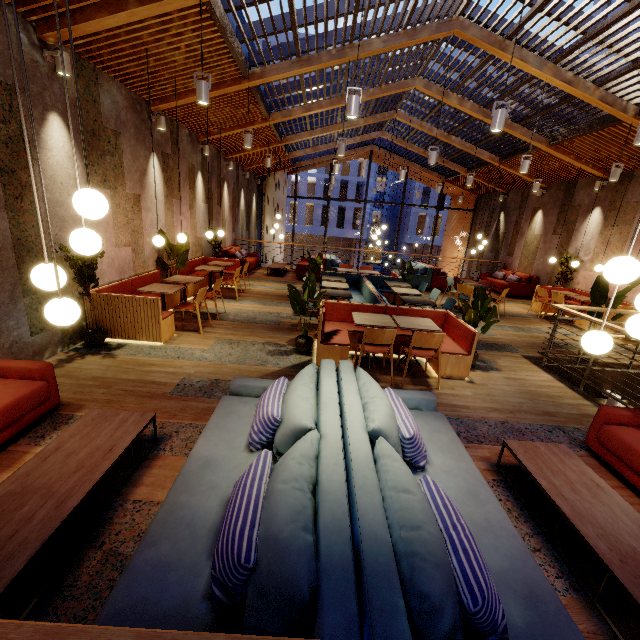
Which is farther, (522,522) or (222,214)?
(222,214)

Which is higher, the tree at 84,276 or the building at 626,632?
the tree at 84,276

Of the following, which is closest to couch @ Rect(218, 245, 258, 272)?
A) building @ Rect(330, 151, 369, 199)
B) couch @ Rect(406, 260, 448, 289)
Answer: couch @ Rect(406, 260, 448, 289)

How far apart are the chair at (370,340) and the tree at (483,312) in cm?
145

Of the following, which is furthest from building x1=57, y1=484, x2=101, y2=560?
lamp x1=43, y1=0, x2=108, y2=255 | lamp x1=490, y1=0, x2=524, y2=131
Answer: lamp x1=490, y1=0, x2=524, y2=131

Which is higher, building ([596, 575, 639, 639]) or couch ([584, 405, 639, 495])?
couch ([584, 405, 639, 495])

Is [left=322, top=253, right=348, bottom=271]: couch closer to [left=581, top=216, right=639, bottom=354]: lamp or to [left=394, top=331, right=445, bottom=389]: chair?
[left=394, top=331, right=445, bottom=389]: chair

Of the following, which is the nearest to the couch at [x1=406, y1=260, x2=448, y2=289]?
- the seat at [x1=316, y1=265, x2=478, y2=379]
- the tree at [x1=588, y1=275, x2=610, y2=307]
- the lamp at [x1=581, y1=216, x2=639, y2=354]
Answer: the seat at [x1=316, y1=265, x2=478, y2=379]
